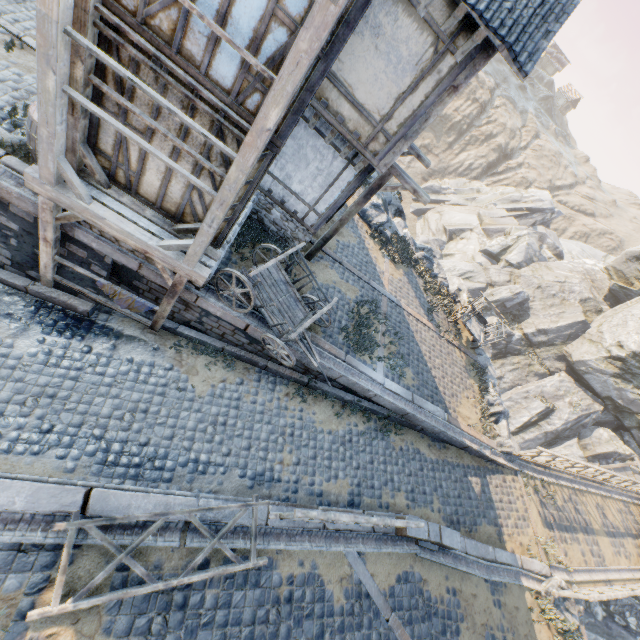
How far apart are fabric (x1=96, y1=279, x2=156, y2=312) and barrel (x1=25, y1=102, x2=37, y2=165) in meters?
2.3

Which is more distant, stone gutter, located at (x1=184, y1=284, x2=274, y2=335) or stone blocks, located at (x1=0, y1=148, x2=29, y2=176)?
stone gutter, located at (x1=184, y1=284, x2=274, y2=335)

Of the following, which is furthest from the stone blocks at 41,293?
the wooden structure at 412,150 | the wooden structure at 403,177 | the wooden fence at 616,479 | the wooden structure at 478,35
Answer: the wooden structure at 478,35

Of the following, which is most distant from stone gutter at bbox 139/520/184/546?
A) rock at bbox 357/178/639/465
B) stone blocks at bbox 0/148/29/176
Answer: rock at bbox 357/178/639/465

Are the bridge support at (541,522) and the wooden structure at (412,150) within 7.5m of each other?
no

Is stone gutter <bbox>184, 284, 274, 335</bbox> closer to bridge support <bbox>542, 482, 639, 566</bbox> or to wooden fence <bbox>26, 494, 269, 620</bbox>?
wooden fence <bbox>26, 494, 269, 620</bbox>

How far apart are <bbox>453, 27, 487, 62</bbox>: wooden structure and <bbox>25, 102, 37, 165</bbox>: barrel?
7.5 meters

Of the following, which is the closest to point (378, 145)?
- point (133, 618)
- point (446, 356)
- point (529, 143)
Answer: point (446, 356)
